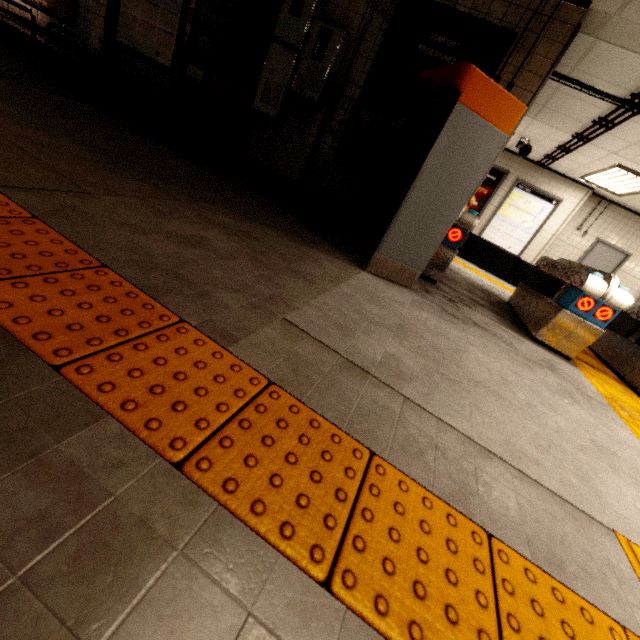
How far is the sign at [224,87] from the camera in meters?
4.4 m

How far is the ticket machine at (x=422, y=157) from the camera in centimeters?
273cm

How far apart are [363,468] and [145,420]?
0.7 meters

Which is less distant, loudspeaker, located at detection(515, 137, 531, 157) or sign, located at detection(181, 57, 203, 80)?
sign, located at detection(181, 57, 203, 80)

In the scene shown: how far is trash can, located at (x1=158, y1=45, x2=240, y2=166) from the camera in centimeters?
383cm

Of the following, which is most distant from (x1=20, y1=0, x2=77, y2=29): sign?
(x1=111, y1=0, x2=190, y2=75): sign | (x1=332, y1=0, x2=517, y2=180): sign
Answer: (x1=332, y1=0, x2=517, y2=180): sign

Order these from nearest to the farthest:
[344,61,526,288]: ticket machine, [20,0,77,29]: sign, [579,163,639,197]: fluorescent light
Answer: [344,61,526,288]: ticket machine
[20,0,77,29]: sign
[579,163,639,197]: fluorescent light

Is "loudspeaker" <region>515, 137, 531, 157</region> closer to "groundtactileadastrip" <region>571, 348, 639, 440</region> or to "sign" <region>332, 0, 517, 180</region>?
"groundtactileadastrip" <region>571, 348, 639, 440</region>
